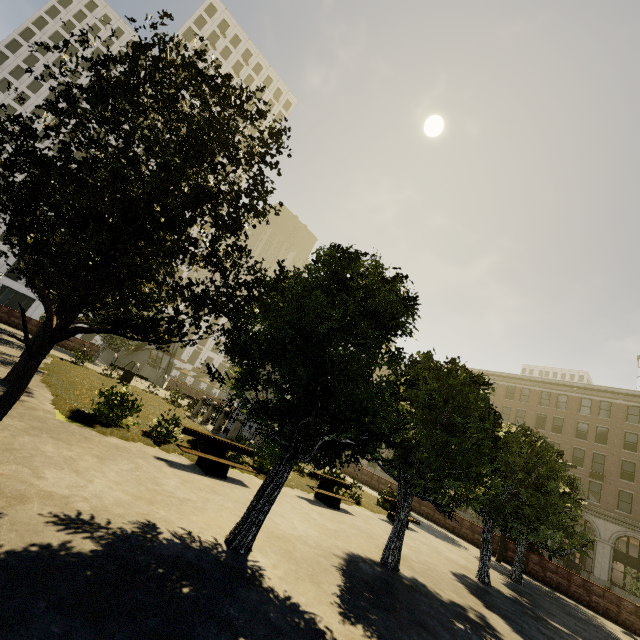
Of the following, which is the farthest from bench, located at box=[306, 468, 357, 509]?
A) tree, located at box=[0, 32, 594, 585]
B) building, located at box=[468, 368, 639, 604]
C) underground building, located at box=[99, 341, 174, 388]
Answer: building, located at box=[468, 368, 639, 604]

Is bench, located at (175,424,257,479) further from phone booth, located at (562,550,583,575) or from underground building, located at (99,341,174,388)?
phone booth, located at (562,550,583,575)

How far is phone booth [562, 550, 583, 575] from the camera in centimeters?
3089cm

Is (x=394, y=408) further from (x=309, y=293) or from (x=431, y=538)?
(x=431, y=538)

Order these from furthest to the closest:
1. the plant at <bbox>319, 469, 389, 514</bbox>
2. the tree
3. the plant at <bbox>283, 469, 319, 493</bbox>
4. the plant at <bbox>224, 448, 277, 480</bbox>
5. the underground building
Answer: the underground building, the plant at <bbox>319, 469, 389, 514</bbox>, the plant at <bbox>283, 469, 319, 493</bbox>, the plant at <bbox>224, 448, 277, 480</bbox>, the tree

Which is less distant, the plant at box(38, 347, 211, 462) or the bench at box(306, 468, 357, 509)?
the plant at box(38, 347, 211, 462)

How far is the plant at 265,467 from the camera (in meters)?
11.81

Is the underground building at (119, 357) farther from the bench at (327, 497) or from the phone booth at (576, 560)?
the phone booth at (576, 560)
